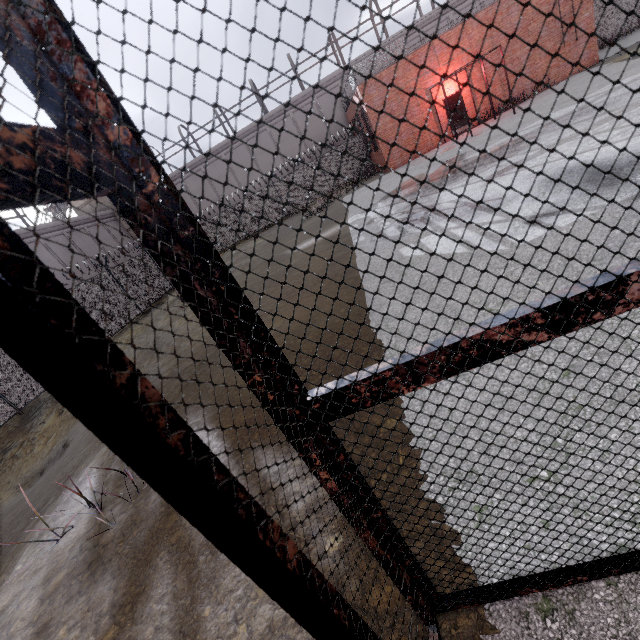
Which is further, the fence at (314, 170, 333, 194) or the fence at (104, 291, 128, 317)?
the fence at (314, 170, 333, 194)

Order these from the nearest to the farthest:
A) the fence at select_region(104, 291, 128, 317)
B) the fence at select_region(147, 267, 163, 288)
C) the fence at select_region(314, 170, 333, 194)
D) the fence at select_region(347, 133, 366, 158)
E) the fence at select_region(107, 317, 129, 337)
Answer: the fence at select_region(107, 317, 129, 337) → the fence at select_region(104, 291, 128, 317) → the fence at select_region(147, 267, 163, 288) → the fence at select_region(347, 133, 366, 158) → the fence at select_region(314, 170, 333, 194)

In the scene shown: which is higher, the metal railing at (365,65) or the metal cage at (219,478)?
the metal railing at (365,65)

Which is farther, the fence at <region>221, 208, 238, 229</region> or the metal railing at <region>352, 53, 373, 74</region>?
the fence at <region>221, 208, 238, 229</region>

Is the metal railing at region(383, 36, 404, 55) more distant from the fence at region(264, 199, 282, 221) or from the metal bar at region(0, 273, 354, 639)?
the metal bar at region(0, 273, 354, 639)

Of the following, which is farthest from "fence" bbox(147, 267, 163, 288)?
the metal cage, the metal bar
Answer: the metal bar

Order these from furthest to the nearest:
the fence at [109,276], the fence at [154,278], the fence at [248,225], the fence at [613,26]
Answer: the fence at [248,225] → the fence at [613,26] → the fence at [154,278] → the fence at [109,276]

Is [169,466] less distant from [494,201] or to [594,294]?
[594,294]
